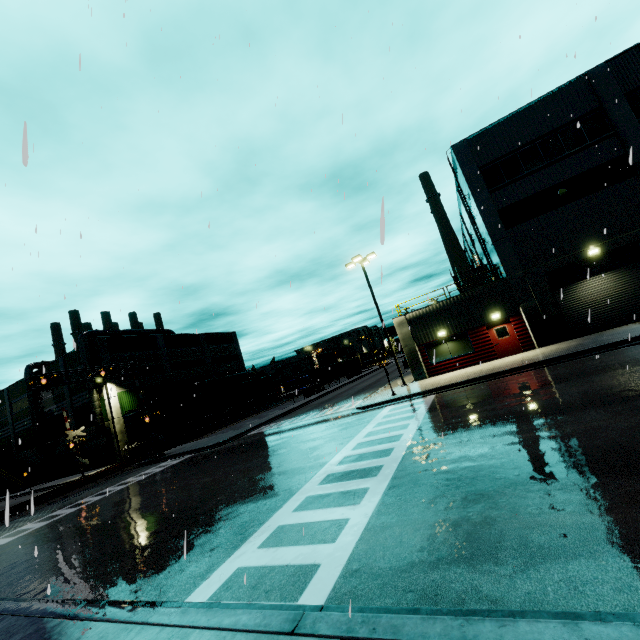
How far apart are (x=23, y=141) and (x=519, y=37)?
9.51m

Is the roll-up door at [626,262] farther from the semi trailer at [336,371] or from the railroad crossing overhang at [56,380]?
the railroad crossing overhang at [56,380]

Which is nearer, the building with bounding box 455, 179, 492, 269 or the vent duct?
the building with bounding box 455, 179, 492, 269

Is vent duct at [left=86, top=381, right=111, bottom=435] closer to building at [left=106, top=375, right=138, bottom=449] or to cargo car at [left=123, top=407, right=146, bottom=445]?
building at [left=106, top=375, right=138, bottom=449]

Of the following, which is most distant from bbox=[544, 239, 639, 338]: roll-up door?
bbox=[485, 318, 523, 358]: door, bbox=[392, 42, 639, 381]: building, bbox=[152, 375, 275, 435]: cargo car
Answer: bbox=[152, 375, 275, 435]: cargo car

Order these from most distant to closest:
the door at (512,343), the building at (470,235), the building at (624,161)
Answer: the building at (470,235)
the door at (512,343)
the building at (624,161)

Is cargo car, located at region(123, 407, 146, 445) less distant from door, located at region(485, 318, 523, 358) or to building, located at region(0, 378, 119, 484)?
building, located at region(0, 378, 119, 484)
